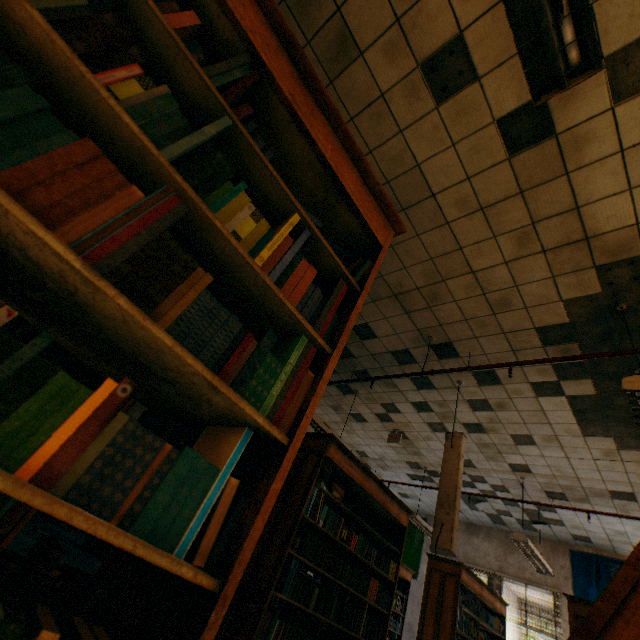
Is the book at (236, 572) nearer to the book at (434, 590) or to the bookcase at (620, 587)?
the bookcase at (620, 587)

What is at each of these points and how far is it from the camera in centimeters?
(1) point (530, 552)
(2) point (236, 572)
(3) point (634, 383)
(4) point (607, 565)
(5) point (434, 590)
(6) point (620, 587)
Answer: (1) lamp, 560cm
(2) book, 68cm
(3) lamp, 244cm
(4) banner, 686cm
(5) book, 541cm
(6) bookcase, 164cm

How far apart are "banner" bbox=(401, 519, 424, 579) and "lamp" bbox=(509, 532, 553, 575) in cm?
375

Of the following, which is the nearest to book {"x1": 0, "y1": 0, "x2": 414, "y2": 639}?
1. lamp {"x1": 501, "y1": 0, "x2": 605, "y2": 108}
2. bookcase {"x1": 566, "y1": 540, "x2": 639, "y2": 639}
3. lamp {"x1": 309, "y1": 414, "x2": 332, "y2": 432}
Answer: lamp {"x1": 501, "y1": 0, "x2": 605, "y2": 108}

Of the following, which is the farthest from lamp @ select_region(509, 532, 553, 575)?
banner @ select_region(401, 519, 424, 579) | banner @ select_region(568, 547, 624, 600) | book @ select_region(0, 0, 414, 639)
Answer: book @ select_region(0, 0, 414, 639)

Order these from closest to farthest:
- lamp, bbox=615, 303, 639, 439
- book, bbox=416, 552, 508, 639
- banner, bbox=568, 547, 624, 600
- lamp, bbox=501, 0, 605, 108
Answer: lamp, bbox=501, 0, 605, 108 → lamp, bbox=615, 303, 639, 439 → book, bbox=416, 552, 508, 639 → banner, bbox=568, 547, 624, 600

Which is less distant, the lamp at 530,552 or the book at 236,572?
the book at 236,572

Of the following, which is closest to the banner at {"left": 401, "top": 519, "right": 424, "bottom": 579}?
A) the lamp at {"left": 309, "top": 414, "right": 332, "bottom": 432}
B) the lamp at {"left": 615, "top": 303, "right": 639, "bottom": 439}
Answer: the lamp at {"left": 309, "top": 414, "right": 332, "bottom": 432}
